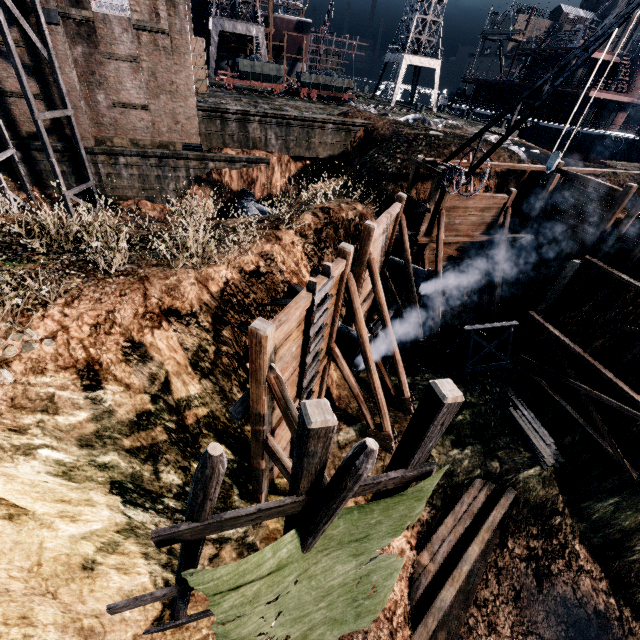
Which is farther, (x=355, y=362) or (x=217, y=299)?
(x=355, y=362)

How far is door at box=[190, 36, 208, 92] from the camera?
26.9 meters

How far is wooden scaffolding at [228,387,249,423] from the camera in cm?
883

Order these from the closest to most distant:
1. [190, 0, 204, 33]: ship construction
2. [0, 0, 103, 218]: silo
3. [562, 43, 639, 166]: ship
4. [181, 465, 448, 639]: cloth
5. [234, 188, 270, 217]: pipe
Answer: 1. [181, 465, 448, 639]: cloth
2. [0, 0, 103, 218]: silo
3. [234, 188, 270, 217]: pipe
4. [562, 43, 639, 166]: ship
5. [190, 0, 204, 33]: ship construction

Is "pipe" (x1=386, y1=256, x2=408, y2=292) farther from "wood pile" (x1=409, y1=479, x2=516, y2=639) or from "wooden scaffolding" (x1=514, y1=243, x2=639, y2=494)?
"wood pile" (x1=409, y1=479, x2=516, y2=639)

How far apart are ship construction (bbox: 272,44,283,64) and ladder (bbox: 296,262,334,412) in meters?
55.0 m

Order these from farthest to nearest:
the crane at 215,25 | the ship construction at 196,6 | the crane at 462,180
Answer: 1. the ship construction at 196,6
2. the crane at 215,25
3. the crane at 462,180

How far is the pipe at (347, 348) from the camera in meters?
12.8
